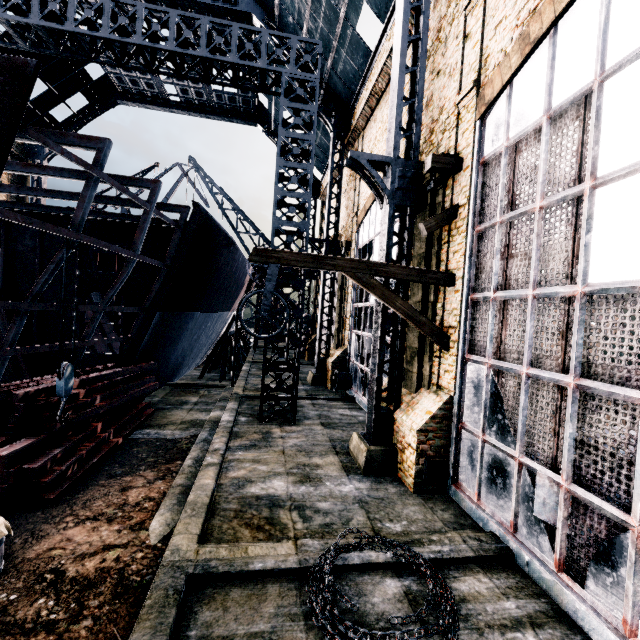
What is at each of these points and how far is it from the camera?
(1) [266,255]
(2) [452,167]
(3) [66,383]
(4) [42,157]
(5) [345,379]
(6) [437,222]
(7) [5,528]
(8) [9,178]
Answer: (1) pulley, 8.35m
(2) pulley, 9.23m
(3) pulley hook, 8.47m
(4) building, 29.69m
(5) pipe, 19.72m
(6) pulley, 9.25m
(7) wooden barrel, 5.55m
(8) building, 28.17m

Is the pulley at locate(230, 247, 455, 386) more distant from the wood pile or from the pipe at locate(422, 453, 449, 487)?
the wood pile

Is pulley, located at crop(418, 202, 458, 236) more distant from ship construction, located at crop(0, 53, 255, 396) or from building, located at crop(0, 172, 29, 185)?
building, located at crop(0, 172, 29, 185)

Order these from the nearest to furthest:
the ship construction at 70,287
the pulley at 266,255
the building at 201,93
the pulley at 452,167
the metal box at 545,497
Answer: the metal box at 545,497 < the pulley at 266,255 < the pulley at 452,167 < the ship construction at 70,287 < the building at 201,93

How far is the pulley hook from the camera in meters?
8.2 m

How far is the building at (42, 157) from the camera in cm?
2822

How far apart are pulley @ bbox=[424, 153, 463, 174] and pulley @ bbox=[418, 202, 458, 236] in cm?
90

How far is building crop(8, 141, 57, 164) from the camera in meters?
28.2
